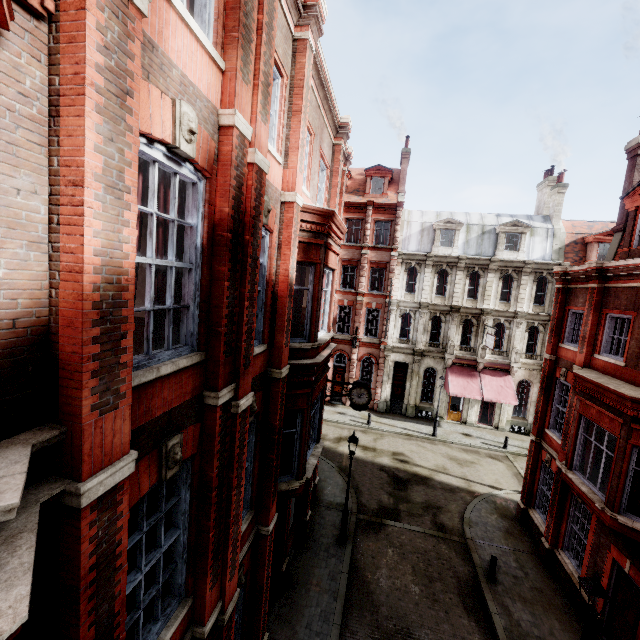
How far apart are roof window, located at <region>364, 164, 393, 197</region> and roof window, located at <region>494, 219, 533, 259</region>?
9.42m

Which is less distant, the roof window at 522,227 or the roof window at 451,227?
the roof window at 522,227

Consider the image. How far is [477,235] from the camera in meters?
27.5

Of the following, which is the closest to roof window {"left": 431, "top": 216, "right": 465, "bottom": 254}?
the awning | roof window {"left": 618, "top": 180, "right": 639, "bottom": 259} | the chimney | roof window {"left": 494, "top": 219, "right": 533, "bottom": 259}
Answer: roof window {"left": 494, "top": 219, "right": 533, "bottom": 259}

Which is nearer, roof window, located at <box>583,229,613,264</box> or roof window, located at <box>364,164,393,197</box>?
roof window, located at <box>583,229,613,264</box>

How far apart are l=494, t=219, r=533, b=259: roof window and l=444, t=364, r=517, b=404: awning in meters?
9.0 m

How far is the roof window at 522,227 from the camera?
25.92m

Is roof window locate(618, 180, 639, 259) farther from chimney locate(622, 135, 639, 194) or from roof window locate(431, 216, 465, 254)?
roof window locate(431, 216, 465, 254)
